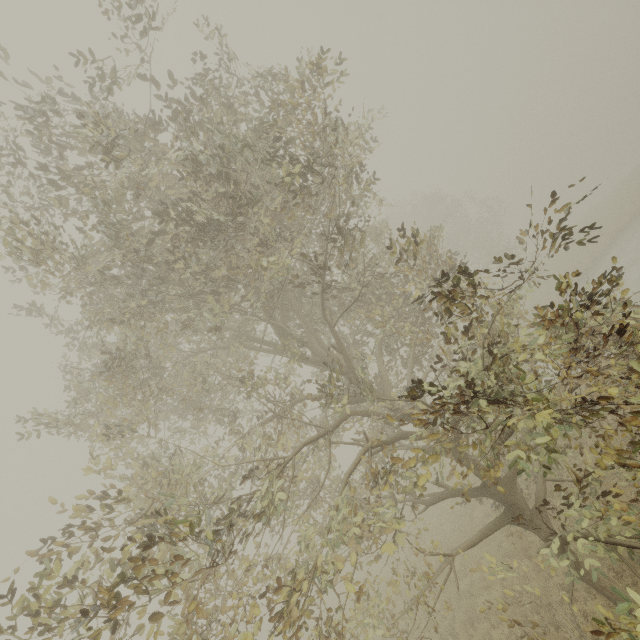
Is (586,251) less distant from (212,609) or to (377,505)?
(377,505)
